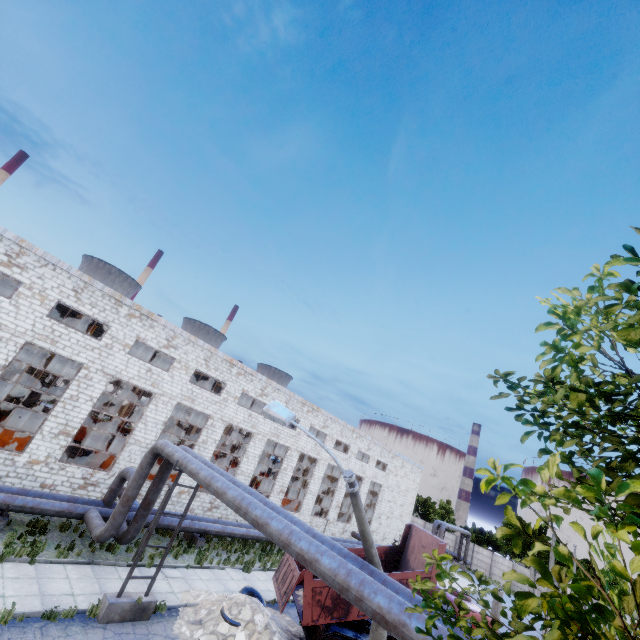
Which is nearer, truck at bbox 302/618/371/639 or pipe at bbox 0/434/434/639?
A: pipe at bbox 0/434/434/639

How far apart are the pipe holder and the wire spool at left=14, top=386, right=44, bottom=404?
16.19m

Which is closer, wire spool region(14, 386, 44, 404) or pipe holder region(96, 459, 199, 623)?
pipe holder region(96, 459, 199, 623)

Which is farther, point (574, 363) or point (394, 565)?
point (394, 565)

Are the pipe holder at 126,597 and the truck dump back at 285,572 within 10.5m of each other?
yes

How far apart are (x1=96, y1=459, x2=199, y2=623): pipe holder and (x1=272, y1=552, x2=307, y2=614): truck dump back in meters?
4.5

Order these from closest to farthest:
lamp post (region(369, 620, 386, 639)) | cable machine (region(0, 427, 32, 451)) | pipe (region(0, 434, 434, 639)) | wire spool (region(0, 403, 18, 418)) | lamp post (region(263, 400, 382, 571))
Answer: pipe (region(0, 434, 434, 639)) → lamp post (region(263, 400, 382, 571)) → lamp post (region(369, 620, 386, 639)) → cable machine (region(0, 427, 32, 451)) → wire spool (region(0, 403, 18, 418))

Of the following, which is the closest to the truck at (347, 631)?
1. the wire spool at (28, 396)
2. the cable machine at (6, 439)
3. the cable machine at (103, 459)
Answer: the cable machine at (103, 459)
